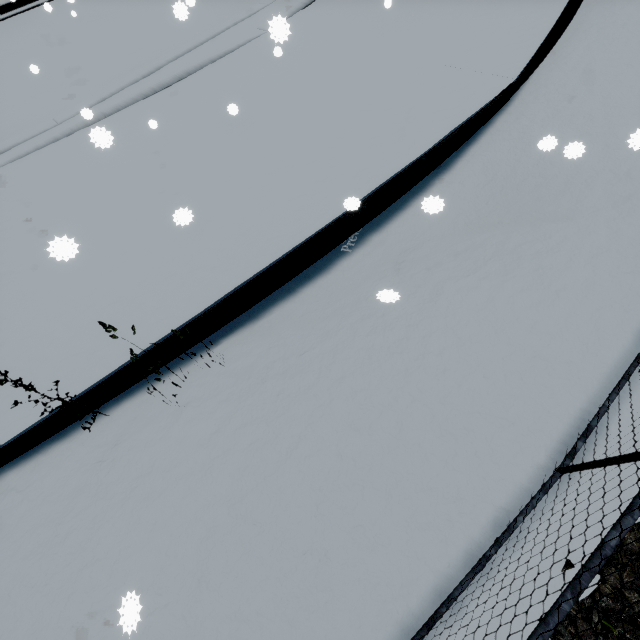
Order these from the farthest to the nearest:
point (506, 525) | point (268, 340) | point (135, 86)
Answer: point (135, 86), point (268, 340), point (506, 525)
